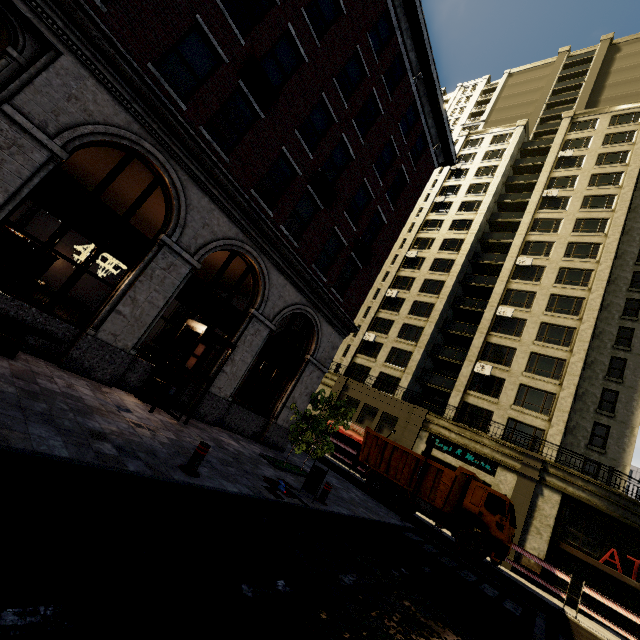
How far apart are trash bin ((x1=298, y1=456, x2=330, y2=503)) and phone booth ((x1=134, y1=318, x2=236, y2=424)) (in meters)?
3.82

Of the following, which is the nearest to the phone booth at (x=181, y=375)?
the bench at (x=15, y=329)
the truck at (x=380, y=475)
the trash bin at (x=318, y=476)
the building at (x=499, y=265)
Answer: the building at (x=499, y=265)

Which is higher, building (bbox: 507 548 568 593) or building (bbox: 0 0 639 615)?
building (bbox: 0 0 639 615)

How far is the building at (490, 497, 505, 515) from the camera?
20.5 meters

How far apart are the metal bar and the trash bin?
3.8m

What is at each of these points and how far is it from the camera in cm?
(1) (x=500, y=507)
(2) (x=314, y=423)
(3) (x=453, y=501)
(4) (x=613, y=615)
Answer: (1) building, 2066
(2) tree, 1219
(3) truck, 1638
(4) building, 1867

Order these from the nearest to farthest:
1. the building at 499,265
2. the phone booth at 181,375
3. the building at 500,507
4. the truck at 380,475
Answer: the building at 499,265 < the phone booth at 181,375 < the truck at 380,475 < the building at 500,507
